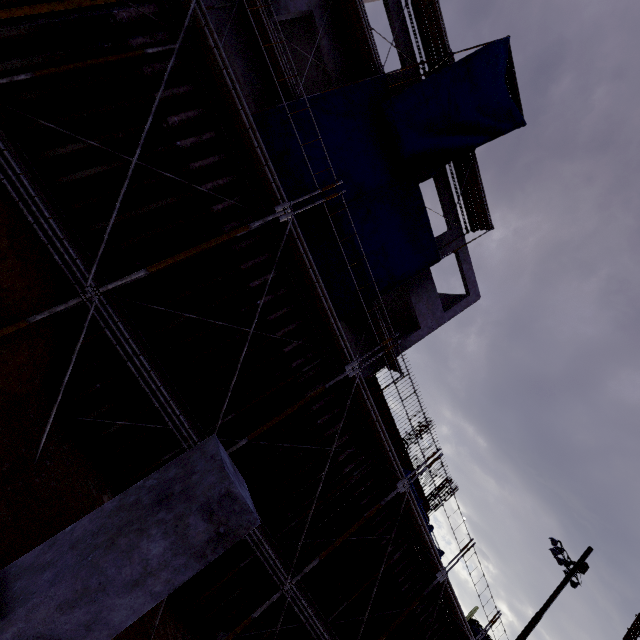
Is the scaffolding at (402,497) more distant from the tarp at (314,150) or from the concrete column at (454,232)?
the concrete column at (454,232)

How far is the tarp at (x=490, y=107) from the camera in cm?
1230

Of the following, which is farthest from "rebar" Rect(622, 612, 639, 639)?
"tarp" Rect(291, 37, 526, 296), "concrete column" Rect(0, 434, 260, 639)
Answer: "concrete column" Rect(0, 434, 260, 639)

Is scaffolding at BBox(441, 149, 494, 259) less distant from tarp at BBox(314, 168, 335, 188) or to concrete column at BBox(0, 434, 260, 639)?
tarp at BBox(314, 168, 335, 188)

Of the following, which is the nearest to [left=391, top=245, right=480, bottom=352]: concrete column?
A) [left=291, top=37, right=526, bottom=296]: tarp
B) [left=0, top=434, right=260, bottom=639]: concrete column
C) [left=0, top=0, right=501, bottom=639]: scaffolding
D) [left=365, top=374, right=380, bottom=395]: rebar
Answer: [left=365, top=374, right=380, bottom=395]: rebar

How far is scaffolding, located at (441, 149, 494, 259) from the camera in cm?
1562

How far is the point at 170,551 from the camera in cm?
231

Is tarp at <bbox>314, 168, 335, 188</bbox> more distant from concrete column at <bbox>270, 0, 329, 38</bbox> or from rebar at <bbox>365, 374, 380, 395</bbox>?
rebar at <bbox>365, 374, 380, 395</bbox>
